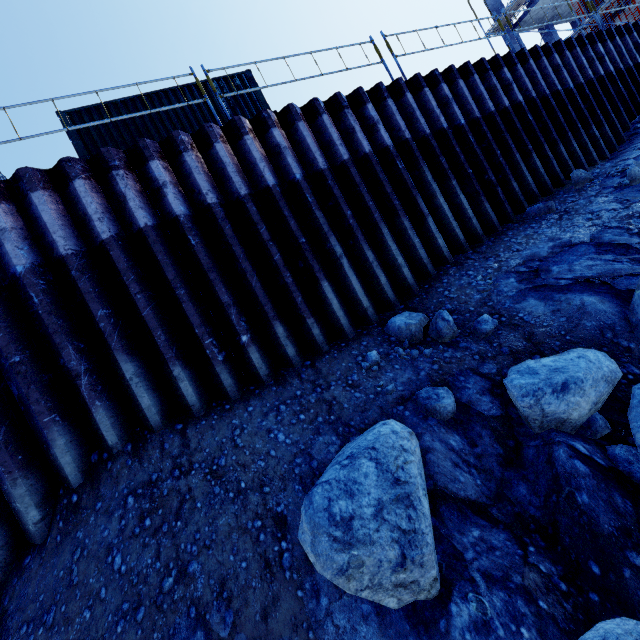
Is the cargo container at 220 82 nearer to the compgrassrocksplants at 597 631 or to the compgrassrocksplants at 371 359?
the compgrassrocksplants at 371 359

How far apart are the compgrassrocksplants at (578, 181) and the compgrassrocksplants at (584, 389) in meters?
5.3 m

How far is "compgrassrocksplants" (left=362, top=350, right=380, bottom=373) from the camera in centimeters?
434cm

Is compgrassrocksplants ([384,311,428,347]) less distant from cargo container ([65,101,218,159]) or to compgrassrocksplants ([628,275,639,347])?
compgrassrocksplants ([628,275,639,347])

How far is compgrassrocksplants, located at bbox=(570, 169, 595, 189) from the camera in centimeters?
646cm

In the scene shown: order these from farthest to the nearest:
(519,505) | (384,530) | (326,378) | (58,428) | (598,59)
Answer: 1. (598,59)
2. (326,378)
3. (58,428)
4. (519,505)
5. (384,530)

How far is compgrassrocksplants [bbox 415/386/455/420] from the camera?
3.4m

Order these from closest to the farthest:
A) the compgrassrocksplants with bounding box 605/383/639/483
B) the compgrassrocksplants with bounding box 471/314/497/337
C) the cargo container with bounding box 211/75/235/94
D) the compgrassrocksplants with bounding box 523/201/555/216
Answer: the compgrassrocksplants with bounding box 605/383/639/483 < the compgrassrocksplants with bounding box 471/314/497/337 < the compgrassrocksplants with bounding box 523/201/555/216 < the cargo container with bounding box 211/75/235/94
